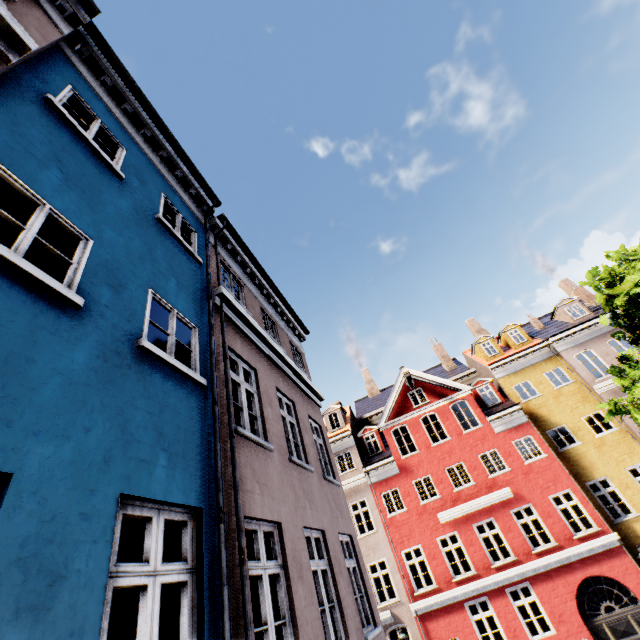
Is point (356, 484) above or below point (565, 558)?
above

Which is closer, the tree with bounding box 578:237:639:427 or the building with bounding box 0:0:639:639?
the building with bounding box 0:0:639:639

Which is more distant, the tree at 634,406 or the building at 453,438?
the tree at 634,406
